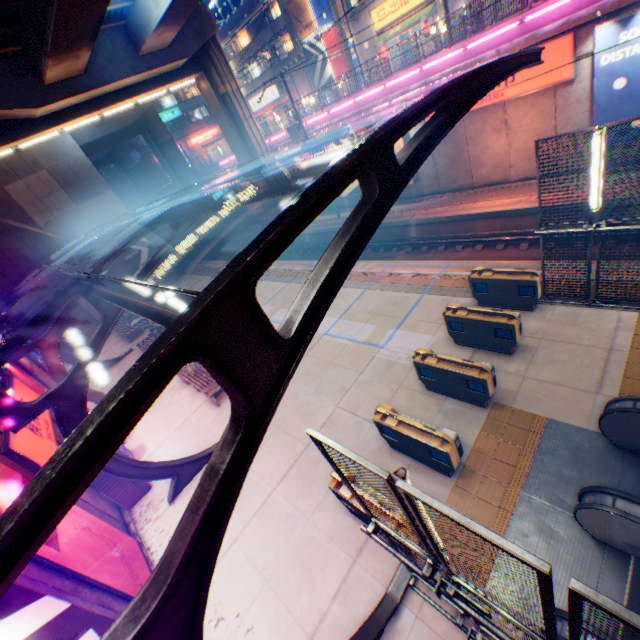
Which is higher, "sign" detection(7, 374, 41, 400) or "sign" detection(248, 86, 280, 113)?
"sign" detection(248, 86, 280, 113)

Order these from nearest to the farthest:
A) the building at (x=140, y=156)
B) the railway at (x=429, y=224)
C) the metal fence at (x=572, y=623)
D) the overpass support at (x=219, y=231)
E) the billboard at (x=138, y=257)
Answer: the metal fence at (x=572, y=623) → the railway at (x=429, y=224) → the billboard at (x=138, y=257) → the overpass support at (x=219, y=231) → the building at (x=140, y=156)

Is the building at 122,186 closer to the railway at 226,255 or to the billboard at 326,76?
the railway at 226,255

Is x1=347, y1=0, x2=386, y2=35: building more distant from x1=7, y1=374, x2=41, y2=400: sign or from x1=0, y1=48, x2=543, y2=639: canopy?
x1=7, y1=374, x2=41, y2=400: sign

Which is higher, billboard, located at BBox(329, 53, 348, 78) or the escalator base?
billboard, located at BBox(329, 53, 348, 78)

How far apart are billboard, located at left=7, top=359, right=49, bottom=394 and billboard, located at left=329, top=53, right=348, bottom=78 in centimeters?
3661cm

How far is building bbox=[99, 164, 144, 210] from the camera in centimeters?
5169cm

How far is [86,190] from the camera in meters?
25.8 m
